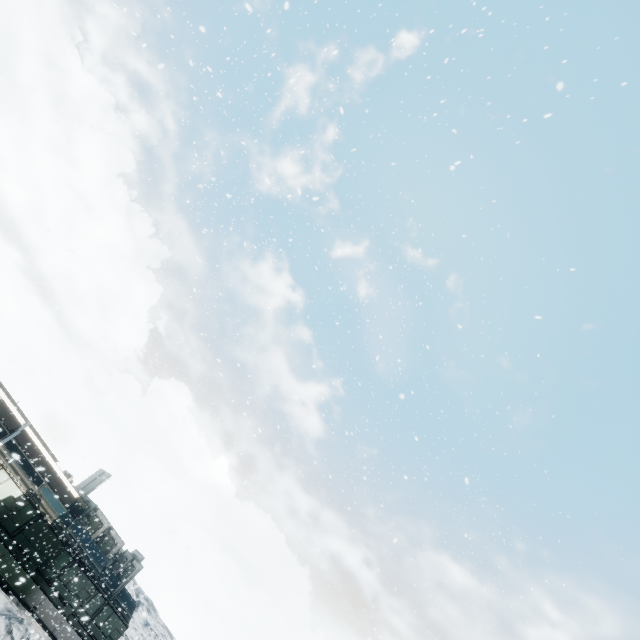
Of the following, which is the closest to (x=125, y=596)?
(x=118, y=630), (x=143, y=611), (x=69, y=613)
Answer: (x=118, y=630)
